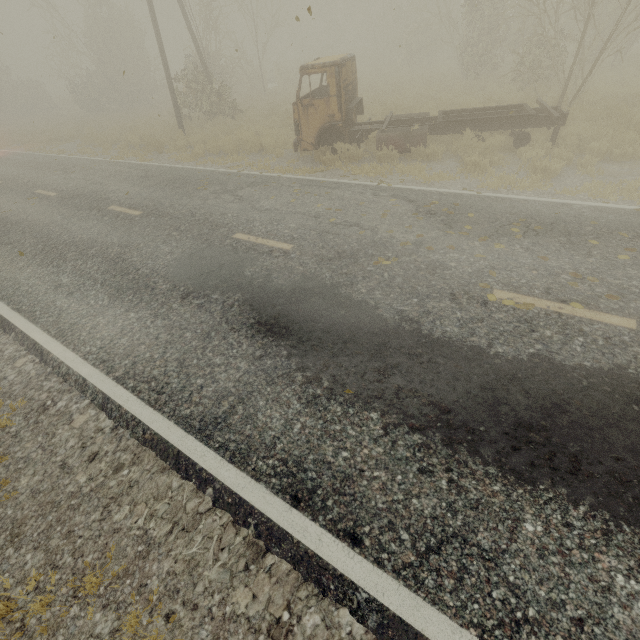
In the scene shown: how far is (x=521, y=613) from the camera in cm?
214

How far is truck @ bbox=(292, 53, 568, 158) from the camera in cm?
909

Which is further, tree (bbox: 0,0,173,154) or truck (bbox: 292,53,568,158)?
tree (bbox: 0,0,173,154)

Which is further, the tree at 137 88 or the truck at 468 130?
the tree at 137 88

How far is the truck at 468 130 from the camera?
9.1m
